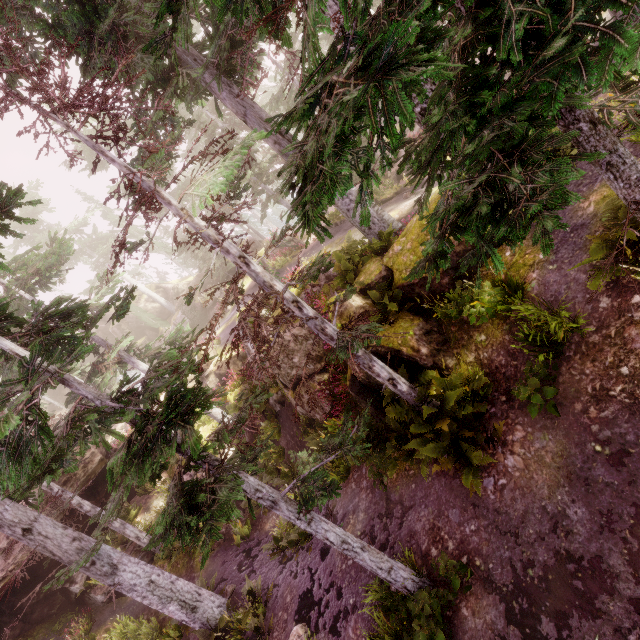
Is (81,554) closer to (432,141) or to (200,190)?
(200,190)

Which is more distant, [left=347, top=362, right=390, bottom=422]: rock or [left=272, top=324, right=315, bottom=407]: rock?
[left=272, top=324, right=315, bottom=407]: rock

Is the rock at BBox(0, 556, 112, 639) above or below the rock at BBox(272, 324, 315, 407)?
above

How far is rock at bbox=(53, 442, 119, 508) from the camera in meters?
16.4

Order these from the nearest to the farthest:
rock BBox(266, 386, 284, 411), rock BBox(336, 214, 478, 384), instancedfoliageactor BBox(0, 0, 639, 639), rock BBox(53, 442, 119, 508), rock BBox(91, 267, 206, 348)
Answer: instancedfoliageactor BBox(0, 0, 639, 639) < rock BBox(336, 214, 478, 384) < rock BBox(266, 386, 284, 411) < rock BBox(53, 442, 119, 508) < rock BBox(91, 267, 206, 348)

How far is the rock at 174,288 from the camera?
40.0m
